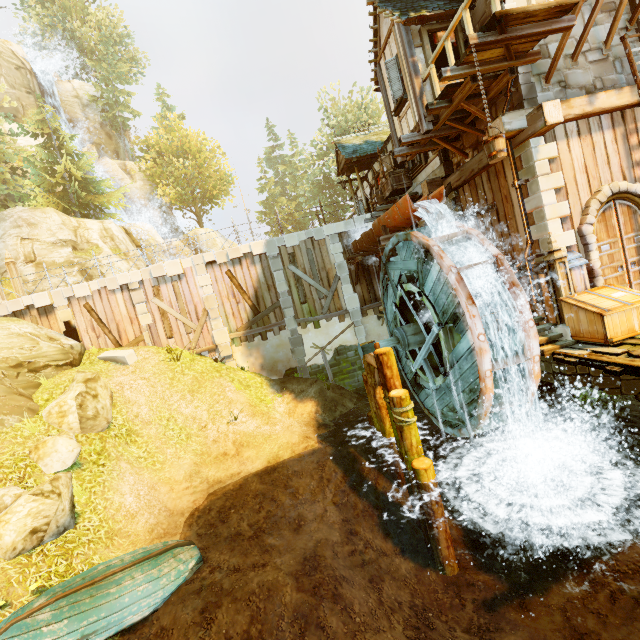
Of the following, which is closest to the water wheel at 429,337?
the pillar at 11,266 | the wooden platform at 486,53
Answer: the wooden platform at 486,53

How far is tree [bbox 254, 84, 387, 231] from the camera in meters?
39.3

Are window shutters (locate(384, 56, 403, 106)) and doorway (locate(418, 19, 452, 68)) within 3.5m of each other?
yes

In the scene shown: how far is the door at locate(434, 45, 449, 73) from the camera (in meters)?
9.12

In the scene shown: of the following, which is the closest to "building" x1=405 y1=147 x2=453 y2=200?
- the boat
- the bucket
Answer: the bucket

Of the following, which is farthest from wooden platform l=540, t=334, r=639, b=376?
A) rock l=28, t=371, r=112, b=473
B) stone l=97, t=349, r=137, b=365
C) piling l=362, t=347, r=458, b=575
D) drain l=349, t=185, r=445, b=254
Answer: stone l=97, t=349, r=137, b=365

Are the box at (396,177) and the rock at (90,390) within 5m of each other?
no

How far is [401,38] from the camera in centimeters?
909cm
